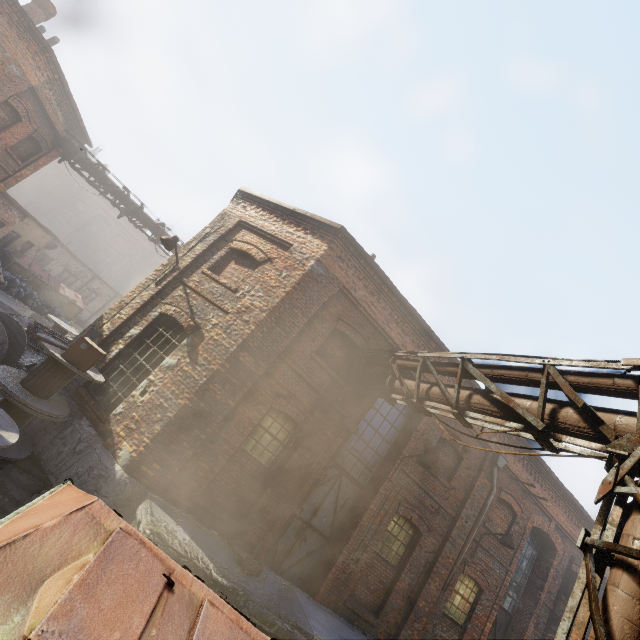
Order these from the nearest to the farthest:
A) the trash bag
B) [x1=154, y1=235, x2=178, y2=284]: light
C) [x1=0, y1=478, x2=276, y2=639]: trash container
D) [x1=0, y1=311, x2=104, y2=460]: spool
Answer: [x1=0, y1=478, x2=276, y2=639]: trash container → [x1=0, y1=311, x2=104, y2=460]: spool → [x1=154, y1=235, x2=178, y2=284]: light → the trash bag

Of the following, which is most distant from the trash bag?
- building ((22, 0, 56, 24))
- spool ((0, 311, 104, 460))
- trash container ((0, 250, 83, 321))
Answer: spool ((0, 311, 104, 460))

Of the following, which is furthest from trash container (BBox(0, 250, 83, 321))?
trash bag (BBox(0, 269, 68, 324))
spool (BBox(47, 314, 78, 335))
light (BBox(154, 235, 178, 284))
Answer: light (BBox(154, 235, 178, 284))

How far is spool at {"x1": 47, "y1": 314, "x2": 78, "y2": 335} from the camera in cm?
1399

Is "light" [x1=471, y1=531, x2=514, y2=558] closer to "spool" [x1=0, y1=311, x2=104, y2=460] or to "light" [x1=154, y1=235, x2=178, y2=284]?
"spool" [x1=0, y1=311, x2=104, y2=460]

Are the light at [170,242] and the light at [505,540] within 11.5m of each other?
no

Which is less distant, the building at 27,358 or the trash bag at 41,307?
the building at 27,358

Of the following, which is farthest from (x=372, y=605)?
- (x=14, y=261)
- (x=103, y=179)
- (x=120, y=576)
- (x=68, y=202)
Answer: (x=68, y=202)
